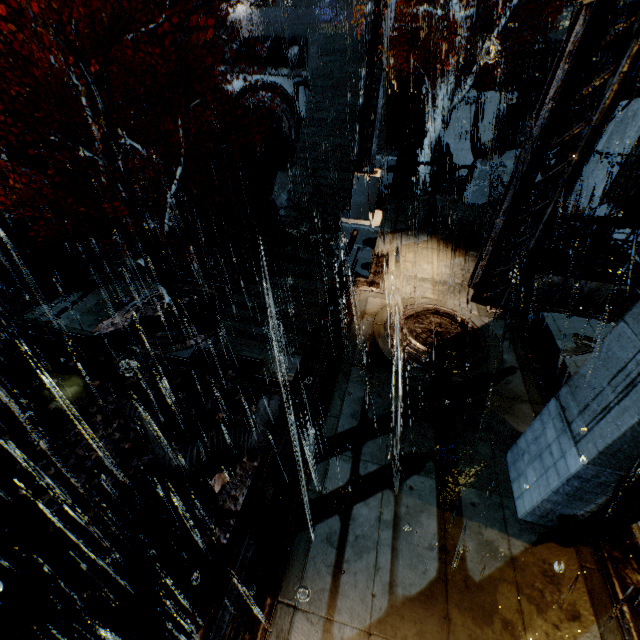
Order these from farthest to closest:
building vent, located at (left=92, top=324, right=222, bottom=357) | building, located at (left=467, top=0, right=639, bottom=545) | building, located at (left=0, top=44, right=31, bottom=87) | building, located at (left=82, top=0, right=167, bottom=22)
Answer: building, located at (left=82, top=0, right=167, bottom=22)
building, located at (left=0, top=44, right=31, bottom=87)
building vent, located at (left=92, top=324, right=222, bottom=357)
building, located at (left=467, top=0, right=639, bottom=545)

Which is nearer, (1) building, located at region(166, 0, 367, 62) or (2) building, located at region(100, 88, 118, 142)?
(1) building, located at region(166, 0, 367, 62)

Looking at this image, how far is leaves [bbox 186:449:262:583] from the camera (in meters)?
7.80

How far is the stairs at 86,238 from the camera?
17.20m

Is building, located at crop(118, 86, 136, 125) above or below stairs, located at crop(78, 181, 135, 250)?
above

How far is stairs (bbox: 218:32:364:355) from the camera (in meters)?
13.35

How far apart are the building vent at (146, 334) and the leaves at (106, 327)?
0.00m

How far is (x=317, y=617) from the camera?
3.76m
